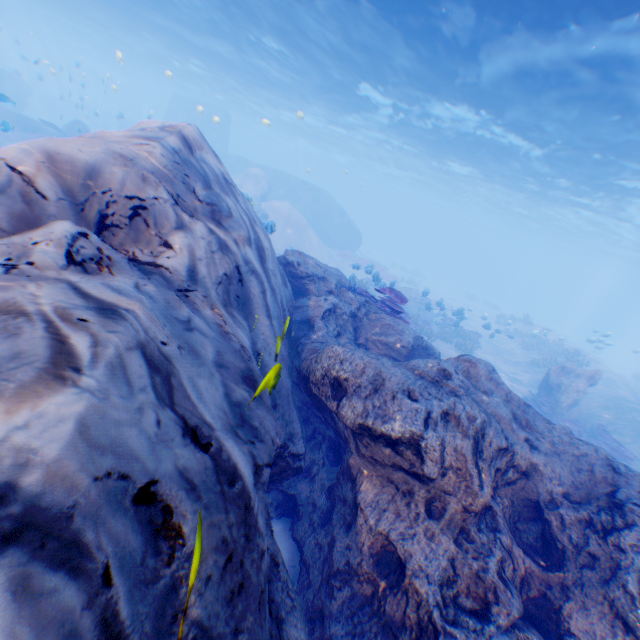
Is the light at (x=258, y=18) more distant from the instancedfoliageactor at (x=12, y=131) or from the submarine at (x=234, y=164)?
the instancedfoliageactor at (x=12, y=131)

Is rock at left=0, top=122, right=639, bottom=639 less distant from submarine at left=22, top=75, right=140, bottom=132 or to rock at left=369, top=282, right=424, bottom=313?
submarine at left=22, top=75, right=140, bottom=132

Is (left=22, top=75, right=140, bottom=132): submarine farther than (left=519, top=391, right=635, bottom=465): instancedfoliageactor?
Yes

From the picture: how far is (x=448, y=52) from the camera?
13.6 meters

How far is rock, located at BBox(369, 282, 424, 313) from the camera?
18.62m

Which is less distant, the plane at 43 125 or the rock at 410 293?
the rock at 410 293

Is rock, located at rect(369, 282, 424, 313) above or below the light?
below

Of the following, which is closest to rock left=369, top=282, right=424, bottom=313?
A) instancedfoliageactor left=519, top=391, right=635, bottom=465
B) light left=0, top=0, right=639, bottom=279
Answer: instancedfoliageactor left=519, top=391, right=635, bottom=465
